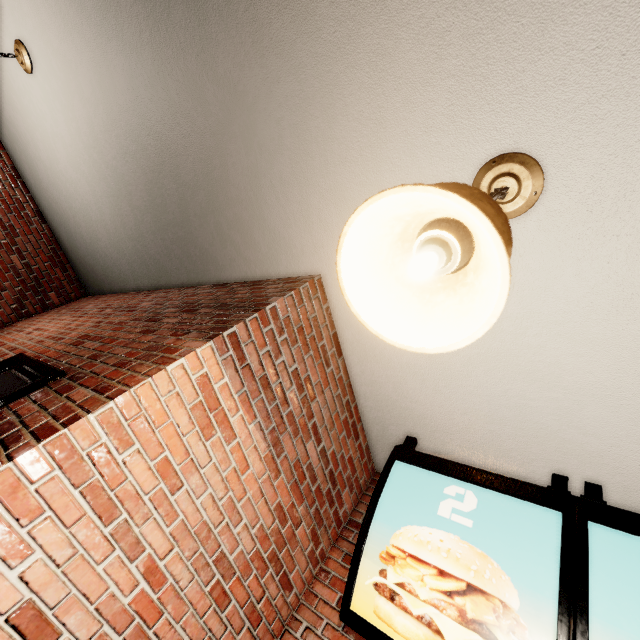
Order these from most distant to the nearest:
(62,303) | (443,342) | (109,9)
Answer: (62,303) < (109,9) < (443,342)
